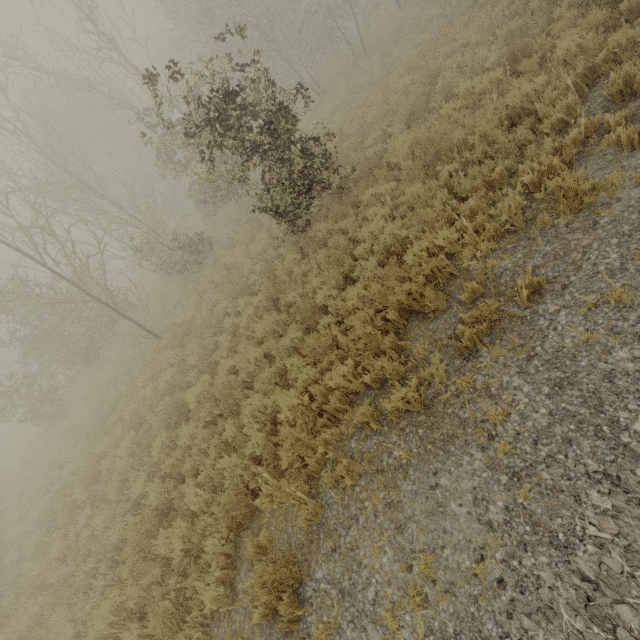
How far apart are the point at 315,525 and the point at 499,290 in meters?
3.9
